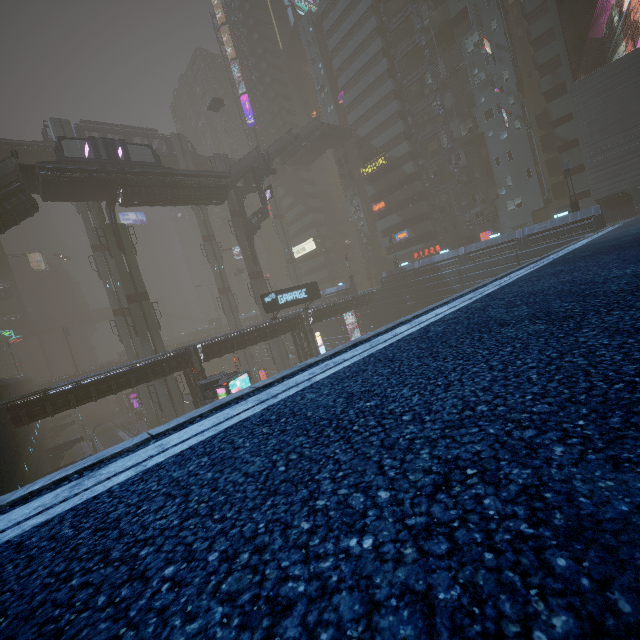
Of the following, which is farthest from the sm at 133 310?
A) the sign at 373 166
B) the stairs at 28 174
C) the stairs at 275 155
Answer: the sign at 373 166

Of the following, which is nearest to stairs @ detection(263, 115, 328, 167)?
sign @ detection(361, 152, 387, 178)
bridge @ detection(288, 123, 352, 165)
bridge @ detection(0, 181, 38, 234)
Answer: bridge @ detection(288, 123, 352, 165)

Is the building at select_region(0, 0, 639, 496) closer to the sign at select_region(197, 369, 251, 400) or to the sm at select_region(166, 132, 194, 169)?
the sm at select_region(166, 132, 194, 169)

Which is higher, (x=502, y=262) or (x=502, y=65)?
(x=502, y=65)

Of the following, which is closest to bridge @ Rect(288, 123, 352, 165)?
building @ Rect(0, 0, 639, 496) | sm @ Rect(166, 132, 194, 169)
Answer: building @ Rect(0, 0, 639, 496)

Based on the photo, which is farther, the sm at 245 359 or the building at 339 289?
the sm at 245 359

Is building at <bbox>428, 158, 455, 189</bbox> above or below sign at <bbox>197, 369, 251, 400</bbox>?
above

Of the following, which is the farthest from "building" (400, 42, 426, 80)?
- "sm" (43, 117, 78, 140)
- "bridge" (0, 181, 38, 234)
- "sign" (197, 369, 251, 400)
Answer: "bridge" (0, 181, 38, 234)
